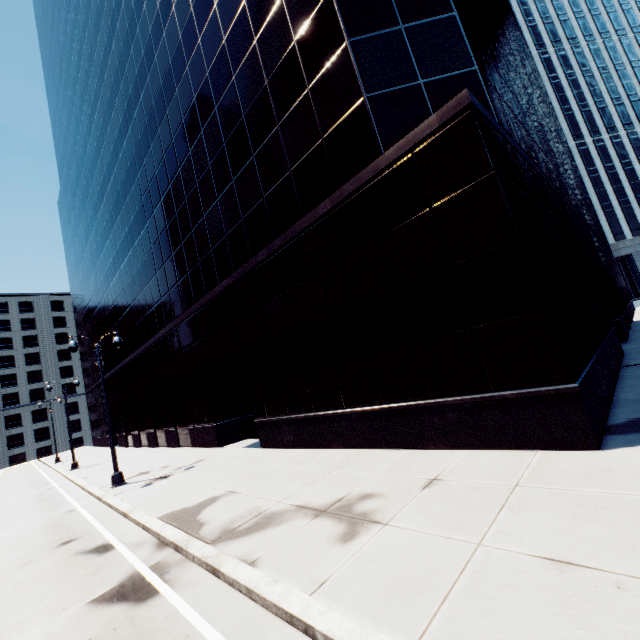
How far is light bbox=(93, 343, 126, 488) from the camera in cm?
1514

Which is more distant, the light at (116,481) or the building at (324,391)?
the light at (116,481)

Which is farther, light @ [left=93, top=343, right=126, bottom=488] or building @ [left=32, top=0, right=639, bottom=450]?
light @ [left=93, top=343, right=126, bottom=488]

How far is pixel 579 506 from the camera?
4.86m

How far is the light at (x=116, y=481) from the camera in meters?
15.1 m

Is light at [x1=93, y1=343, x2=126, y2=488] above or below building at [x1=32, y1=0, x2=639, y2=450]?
below
